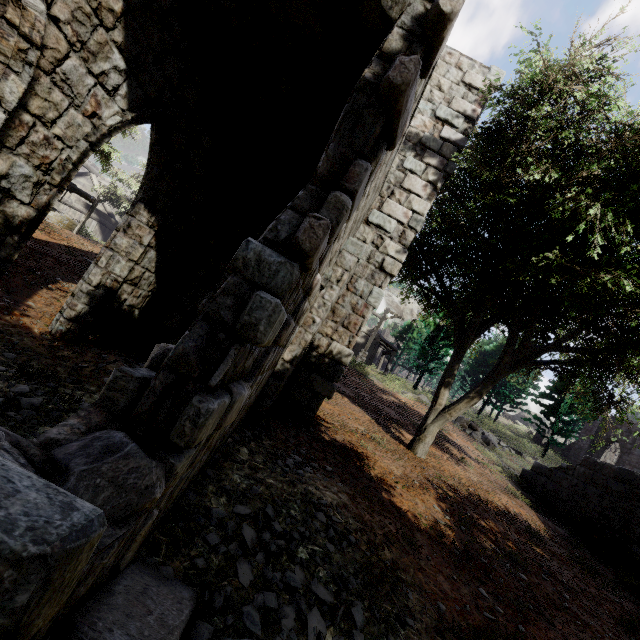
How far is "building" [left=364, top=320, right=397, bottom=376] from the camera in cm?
3459

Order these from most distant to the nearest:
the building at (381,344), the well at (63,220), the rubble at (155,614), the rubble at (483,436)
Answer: the building at (381,344), the rubble at (483,436), the well at (63,220), the rubble at (155,614)

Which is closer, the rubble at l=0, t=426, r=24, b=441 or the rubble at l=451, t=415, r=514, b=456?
the rubble at l=0, t=426, r=24, b=441

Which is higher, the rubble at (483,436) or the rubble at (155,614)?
the rubble at (483,436)

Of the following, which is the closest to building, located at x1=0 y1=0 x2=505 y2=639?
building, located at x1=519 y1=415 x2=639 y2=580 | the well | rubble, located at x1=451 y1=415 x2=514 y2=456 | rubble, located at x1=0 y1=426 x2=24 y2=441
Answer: rubble, located at x1=0 y1=426 x2=24 y2=441

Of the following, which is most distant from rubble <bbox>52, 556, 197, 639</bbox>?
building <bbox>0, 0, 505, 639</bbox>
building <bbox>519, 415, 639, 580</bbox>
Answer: building <bbox>519, 415, 639, 580</bbox>

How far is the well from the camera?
11.60m

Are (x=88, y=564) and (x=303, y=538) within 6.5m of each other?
yes
